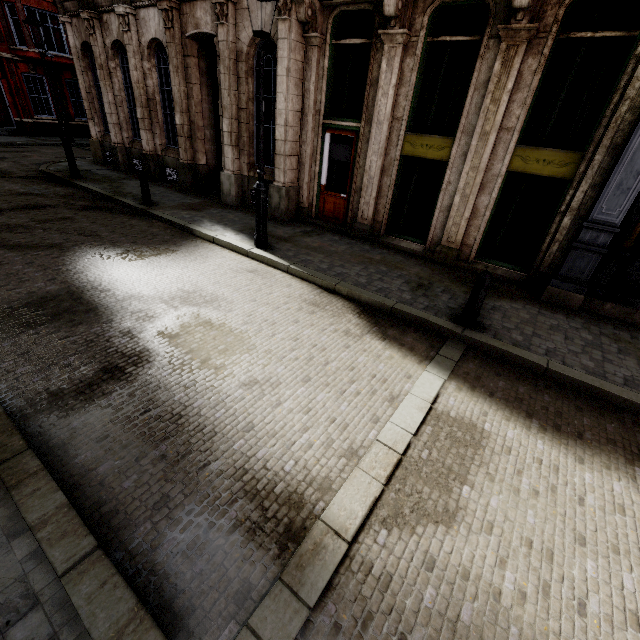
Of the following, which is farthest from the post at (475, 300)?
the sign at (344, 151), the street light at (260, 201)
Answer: the sign at (344, 151)

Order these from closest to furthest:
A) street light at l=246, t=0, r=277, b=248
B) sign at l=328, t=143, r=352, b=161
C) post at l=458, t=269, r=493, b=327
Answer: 1. post at l=458, t=269, r=493, b=327
2. street light at l=246, t=0, r=277, b=248
3. sign at l=328, t=143, r=352, b=161

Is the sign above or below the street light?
above

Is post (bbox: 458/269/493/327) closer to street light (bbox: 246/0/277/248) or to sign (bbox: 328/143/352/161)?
street light (bbox: 246/0/277/248)

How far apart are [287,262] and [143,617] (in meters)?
6.04

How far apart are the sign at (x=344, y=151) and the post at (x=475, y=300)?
5.6m

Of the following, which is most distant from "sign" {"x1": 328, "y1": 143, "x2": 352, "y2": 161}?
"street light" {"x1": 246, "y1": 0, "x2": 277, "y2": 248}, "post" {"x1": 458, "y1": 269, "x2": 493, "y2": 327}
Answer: "post" {"x1": 458, "y1": 269, "x2": 493, "y2": 327}
